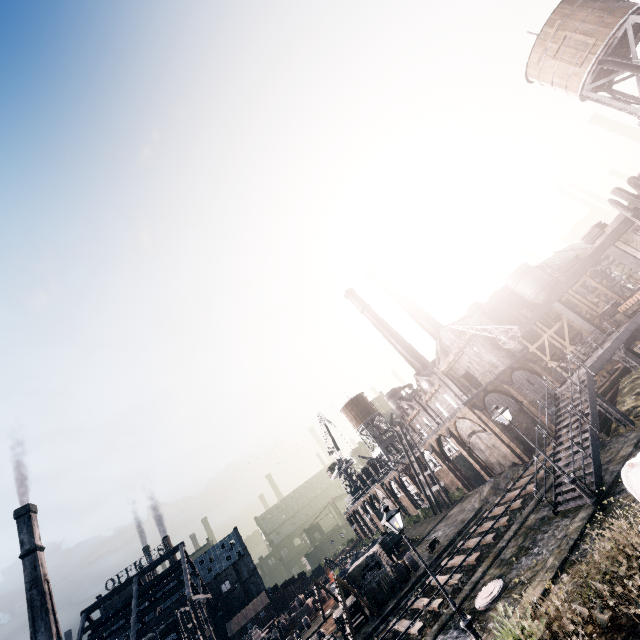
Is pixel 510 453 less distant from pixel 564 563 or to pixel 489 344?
pixel 489 344

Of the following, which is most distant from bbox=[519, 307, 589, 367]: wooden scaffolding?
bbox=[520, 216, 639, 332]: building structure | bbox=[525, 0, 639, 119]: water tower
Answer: bbox=[525, 0, 639, 119]: water tower

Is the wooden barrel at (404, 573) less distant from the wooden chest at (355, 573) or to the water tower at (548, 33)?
the wooden chest at (355, 573)

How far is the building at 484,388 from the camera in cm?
3631

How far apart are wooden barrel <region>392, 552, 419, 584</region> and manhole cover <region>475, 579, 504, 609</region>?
15.7m

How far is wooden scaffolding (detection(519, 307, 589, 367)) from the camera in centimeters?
2977cm

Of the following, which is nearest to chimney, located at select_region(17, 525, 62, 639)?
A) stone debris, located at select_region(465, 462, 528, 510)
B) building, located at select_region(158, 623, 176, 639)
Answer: building, located at select_region(158, 623, 176, 639)

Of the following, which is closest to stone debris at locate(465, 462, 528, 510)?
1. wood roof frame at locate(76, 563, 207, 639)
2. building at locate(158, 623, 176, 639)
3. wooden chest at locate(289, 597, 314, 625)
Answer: wooden chest at locate(289, 597, 314, 625)
